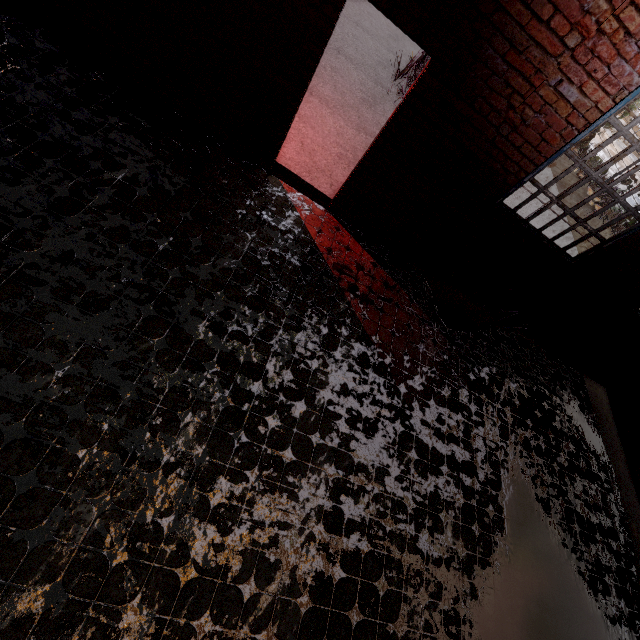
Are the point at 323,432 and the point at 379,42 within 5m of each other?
no
